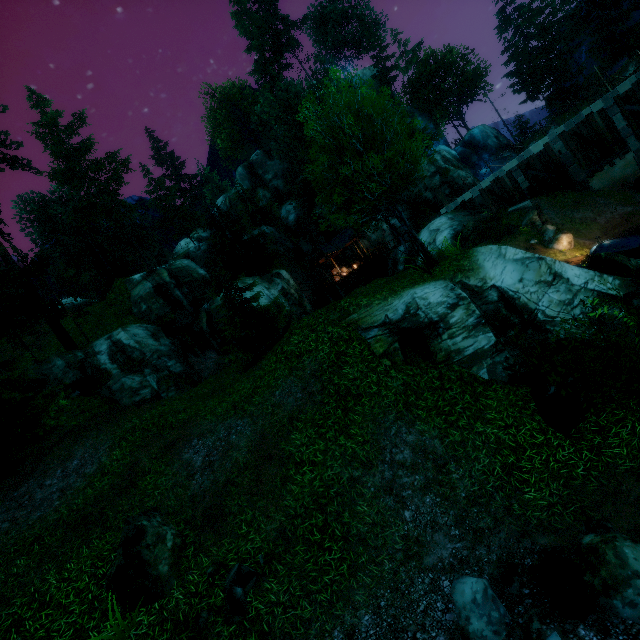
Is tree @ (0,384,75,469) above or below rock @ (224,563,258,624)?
above

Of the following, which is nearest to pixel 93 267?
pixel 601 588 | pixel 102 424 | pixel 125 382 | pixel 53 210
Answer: pixel 53 210

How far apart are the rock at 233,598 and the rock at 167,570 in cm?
101

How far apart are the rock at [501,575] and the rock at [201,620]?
3.9m

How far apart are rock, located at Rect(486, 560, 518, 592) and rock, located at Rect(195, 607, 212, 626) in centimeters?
392cm

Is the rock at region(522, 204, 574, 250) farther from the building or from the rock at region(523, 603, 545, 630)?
the rock at region(523, 603, 545, 630)

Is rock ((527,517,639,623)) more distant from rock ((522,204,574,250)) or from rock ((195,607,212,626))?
rock ((522,204,574,250))

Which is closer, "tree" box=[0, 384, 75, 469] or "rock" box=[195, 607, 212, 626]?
"rock" box=[195, 607, 212, 626]
